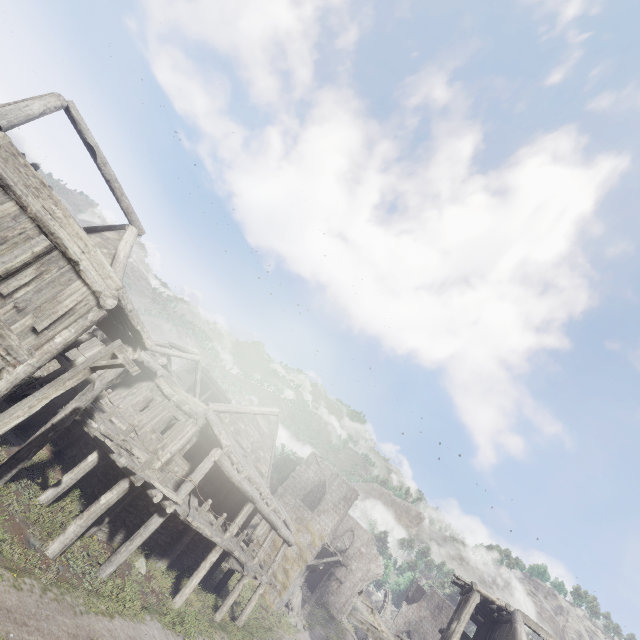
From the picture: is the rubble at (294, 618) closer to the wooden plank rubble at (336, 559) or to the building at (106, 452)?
the building at (106, 452)

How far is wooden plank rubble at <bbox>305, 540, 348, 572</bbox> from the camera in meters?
27.3

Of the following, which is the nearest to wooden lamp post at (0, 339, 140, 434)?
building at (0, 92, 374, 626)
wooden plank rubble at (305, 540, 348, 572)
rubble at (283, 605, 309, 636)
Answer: building at (0, 92, 374, 626)

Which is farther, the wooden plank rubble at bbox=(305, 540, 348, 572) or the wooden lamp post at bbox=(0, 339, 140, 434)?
the wooden plank rubble at bbox=(305, 540, 348, 572)

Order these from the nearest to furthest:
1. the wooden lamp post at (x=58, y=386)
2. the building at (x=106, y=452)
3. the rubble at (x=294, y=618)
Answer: the wooden lamp post at (x=58, y=386) < the building at (x=106, y=452) < the rubble at (x=294, y=618)

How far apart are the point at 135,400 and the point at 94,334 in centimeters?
505cm

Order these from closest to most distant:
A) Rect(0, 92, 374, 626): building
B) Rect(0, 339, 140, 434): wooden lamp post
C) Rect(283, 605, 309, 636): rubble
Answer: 1. Rect(0, 339, 140, 434): wooden lamp post
2. Rect(0, 92, 374, 626): building
3. Rect(283, 605, 309, 636): rubble
